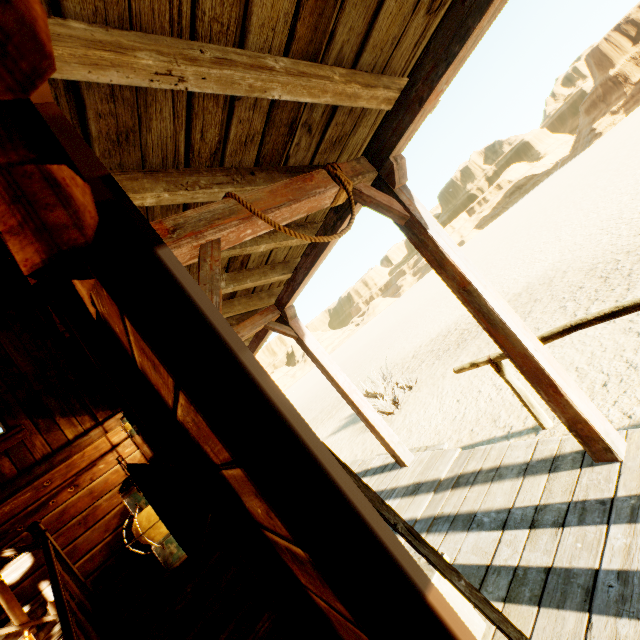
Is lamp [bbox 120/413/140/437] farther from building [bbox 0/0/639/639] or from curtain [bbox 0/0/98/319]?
curtain [bbox 0/0/98/319]

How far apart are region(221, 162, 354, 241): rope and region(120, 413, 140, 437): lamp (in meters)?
4.17

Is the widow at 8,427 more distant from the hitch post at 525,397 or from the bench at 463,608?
the hitch post at 525,397

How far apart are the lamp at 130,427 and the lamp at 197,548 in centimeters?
385cm

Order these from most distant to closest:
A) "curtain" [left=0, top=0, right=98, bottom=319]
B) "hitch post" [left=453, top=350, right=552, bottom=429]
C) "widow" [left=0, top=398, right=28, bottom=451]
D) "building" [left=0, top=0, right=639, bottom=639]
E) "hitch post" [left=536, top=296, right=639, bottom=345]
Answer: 1. "widow" [left=0, top=398, right=28, bottom=451]
2. "hitch post" [left=453, top=350, right=552, bottom=429]
3. "hitch post" [left=536, top=296, right=639, bottom=345]
4. "building" [left=0, top=0, right=639, bottom=639]
5. "curtain" [left=0, top=0, right=98, bottom=319]

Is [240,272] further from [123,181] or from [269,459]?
[269,459]

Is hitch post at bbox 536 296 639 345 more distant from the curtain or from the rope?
the curtain

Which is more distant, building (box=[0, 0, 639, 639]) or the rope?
the rope
